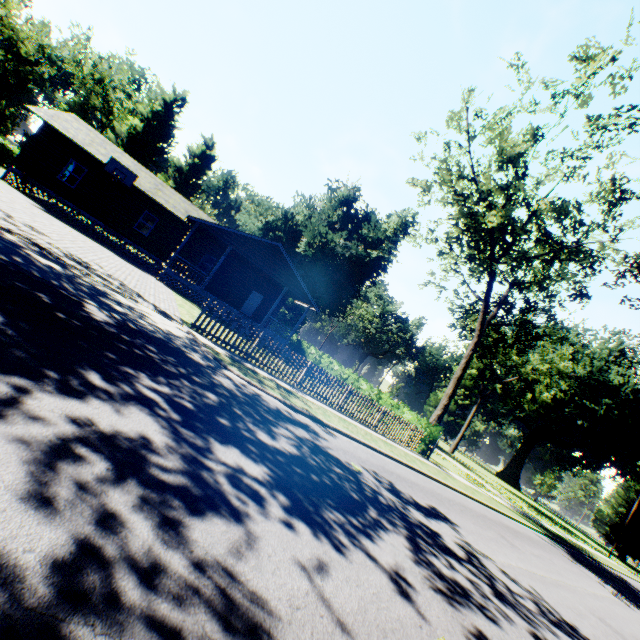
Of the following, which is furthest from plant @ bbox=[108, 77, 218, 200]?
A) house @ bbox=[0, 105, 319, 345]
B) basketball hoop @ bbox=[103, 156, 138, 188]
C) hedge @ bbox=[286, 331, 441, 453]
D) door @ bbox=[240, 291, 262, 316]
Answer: door @ bbox=[240, 291, 262, 316]

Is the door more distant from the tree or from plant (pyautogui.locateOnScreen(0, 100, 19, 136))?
plant (pyautogui.locateOnScreen(0, 100, 19, 136))

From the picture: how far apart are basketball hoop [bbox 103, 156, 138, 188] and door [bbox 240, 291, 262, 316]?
11.4m

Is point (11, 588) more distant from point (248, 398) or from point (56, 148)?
point (56, 148)

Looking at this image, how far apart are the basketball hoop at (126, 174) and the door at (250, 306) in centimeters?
1143cm

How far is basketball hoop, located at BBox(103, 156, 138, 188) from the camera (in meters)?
20.58

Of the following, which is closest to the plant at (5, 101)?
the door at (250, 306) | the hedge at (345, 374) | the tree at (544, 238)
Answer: the tree at (544, 238)
